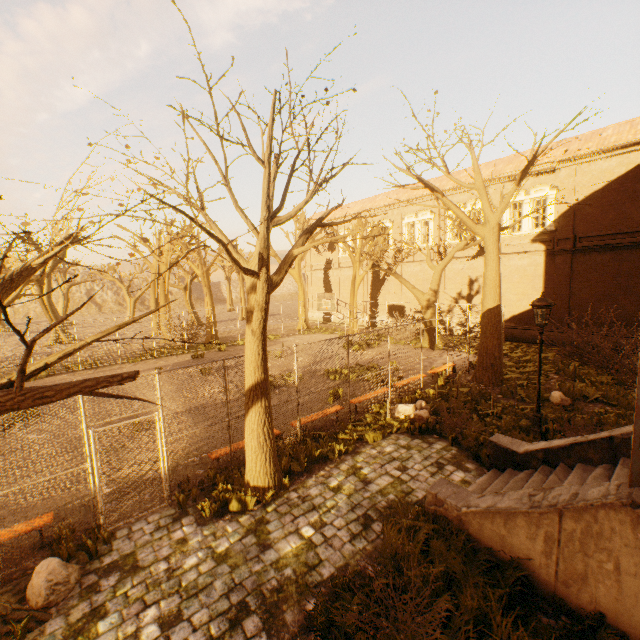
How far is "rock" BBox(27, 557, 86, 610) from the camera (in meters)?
4.70

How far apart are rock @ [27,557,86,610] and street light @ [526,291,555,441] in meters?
10.3 m

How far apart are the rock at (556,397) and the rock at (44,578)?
13.6 meters

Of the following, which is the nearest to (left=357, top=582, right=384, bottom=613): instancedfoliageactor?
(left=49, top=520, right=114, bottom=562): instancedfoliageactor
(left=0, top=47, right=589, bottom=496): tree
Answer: (left=0, top=47, right=589, bottom=496): tree

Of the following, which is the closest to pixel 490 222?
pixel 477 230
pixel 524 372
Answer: pixel 477 230

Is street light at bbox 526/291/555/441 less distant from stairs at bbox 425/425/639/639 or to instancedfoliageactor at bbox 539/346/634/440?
stairs at bbox 425/425/639/639

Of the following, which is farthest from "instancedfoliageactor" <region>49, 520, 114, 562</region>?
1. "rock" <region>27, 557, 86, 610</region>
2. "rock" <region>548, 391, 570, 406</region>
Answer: "rock" <region>548, 391, 570, 406</region>

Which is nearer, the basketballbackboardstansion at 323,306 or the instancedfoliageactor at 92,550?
the instancedfoliageactor at 92,550
